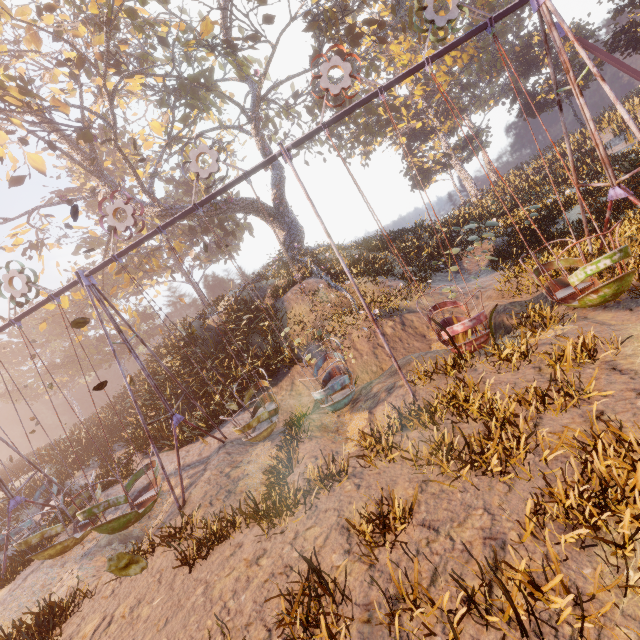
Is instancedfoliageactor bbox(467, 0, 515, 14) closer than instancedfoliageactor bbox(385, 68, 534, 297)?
No

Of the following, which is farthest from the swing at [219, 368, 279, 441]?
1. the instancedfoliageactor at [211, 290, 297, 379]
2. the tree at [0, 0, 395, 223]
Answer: the tree at [0, 0, 395, 223]

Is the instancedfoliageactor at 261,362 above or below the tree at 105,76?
below

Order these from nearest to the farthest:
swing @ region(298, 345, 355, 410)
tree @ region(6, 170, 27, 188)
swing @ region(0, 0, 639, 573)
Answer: swing @ region(0, 0, 639, 573), swing @ region(298, 345, 355, 410), tree @ region(6, 170, 27, 188)

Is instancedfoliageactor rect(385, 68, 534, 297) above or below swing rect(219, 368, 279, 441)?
above

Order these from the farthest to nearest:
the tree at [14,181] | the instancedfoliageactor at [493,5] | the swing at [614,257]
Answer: the instancedfoliageactor at [493,5]
the tree at [14,181]
the swing at [614,257]

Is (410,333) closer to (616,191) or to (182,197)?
(616,191)

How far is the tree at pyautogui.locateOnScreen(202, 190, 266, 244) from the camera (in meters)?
19.61
